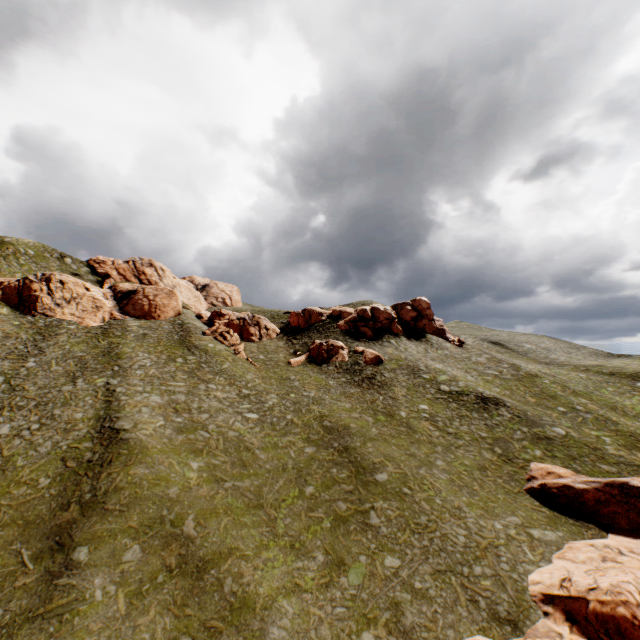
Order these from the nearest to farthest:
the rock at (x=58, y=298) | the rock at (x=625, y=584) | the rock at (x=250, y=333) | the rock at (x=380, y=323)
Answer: the rock at (x=625, y=584)
the rock at (x=58, y=298)
the rock at (x=250, y=333)
the rock at (x=380, y=323)

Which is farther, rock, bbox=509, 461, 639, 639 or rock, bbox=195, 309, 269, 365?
rock, bbox=195, 309, 269, 365

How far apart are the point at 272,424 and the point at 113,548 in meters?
16.9 m

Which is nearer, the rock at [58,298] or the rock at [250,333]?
the rock at [58,298]

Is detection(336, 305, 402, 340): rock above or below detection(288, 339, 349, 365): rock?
above

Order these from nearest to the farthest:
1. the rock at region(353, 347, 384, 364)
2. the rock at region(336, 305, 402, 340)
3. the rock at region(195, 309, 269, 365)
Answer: the rock at region(353, 347, 384, 364)
the rock at region(195, 309, 269, 365)
the rock at region(336, 305, 402, 340)

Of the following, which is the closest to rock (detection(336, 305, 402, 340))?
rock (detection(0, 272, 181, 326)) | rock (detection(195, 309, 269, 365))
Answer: rock (detection(195, 309, 269, 365))

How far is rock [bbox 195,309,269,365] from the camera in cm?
4966
